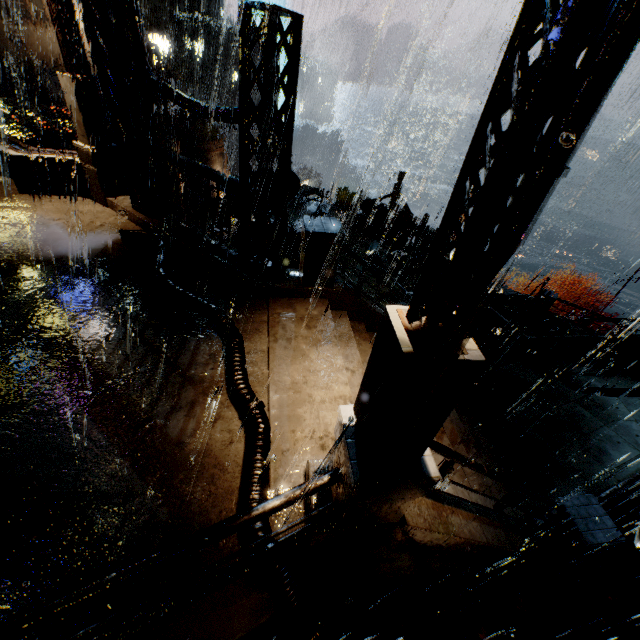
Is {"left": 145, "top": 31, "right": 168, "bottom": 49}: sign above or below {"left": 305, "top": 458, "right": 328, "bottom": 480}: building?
above

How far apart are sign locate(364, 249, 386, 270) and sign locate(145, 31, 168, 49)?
41.34m

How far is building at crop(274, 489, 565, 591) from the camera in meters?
3.9

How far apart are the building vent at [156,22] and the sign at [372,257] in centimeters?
5256cm

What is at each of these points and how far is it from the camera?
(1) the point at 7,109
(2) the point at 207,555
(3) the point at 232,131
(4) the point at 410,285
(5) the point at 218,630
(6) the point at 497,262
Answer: (1) building, 15.3 meters
(2) building, 3.7 meters
(3) gear, 51.3 meters
(4) building, 15.4 meters
(5) building, 4.8 meters
(6) street light, 1.7 meters

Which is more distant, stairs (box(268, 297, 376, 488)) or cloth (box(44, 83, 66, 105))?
cloth (box(44, 83, 66, 105))

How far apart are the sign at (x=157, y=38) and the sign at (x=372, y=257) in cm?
4134
